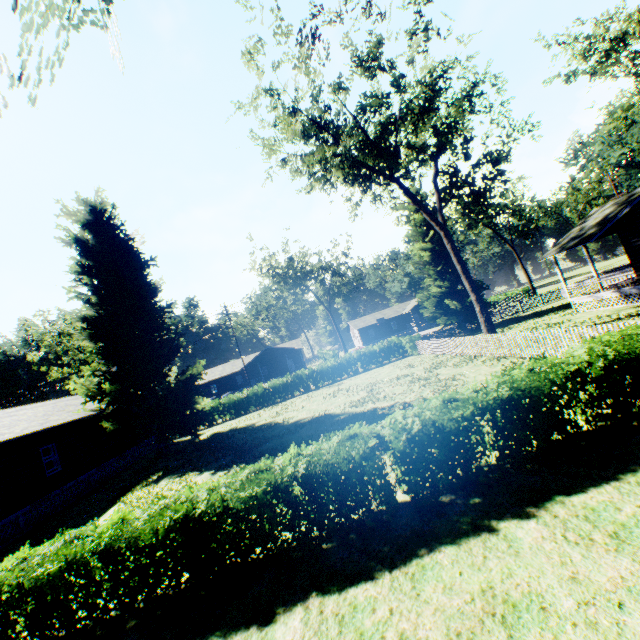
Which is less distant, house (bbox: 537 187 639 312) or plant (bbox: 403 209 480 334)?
house (bbox: 537 187 639 312)

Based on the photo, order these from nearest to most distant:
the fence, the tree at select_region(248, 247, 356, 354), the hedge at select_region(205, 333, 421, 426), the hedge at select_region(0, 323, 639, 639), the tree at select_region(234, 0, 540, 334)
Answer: the hedge at select_region(0, 323, 639, 639), the fence, the tree at select_region(234, 0, 540, 334), the hedge at select_region(205, 333, 421, 426), the tree at select_region(248, 247, 356, 354)

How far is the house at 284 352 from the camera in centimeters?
5594cm

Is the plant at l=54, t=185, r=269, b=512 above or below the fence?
above

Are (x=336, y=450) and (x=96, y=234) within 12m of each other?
no

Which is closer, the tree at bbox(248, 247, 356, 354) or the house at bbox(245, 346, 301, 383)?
the tree at bbox(248, 247, 356, 354)

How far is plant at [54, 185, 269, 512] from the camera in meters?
20.5 m

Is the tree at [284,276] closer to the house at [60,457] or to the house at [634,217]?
the house at [60,457]
